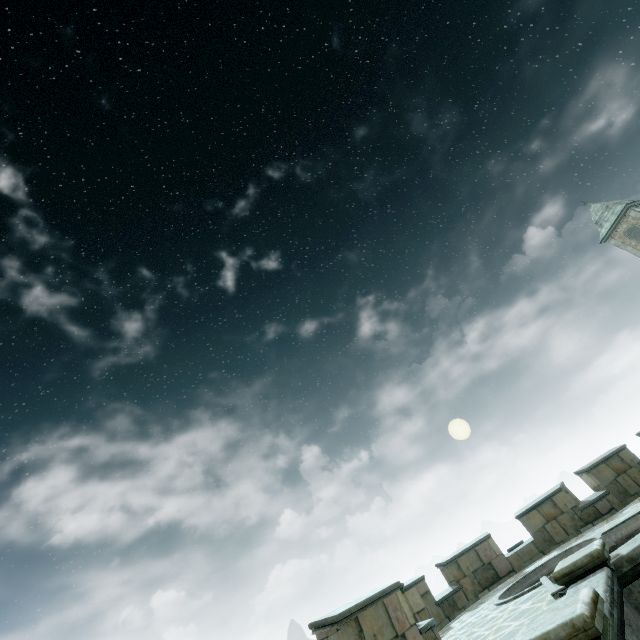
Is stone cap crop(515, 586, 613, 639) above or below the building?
below

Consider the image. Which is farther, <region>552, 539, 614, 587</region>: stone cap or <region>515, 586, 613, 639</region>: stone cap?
<region>552, 539, 614, 587</region>: stone cap

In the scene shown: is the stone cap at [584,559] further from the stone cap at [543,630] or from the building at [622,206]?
the building at [622,206]

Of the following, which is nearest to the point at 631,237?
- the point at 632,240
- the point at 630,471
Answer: the point at 632,240

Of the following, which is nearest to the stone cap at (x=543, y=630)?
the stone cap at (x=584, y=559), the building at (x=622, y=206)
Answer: the stone cap at (x=584, y=559)

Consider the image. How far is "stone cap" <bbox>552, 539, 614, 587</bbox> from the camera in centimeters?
515cm

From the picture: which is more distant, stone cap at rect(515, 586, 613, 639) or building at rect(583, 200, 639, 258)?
building at rect(583, 200, 639, 258)

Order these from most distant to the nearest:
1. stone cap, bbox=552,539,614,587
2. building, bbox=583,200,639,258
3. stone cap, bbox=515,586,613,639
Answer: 1. building, bbox=583,200,639,258
2. stone cap, bbox=552,539,614,587
3. stone cap, bbox=515,586,613,639
